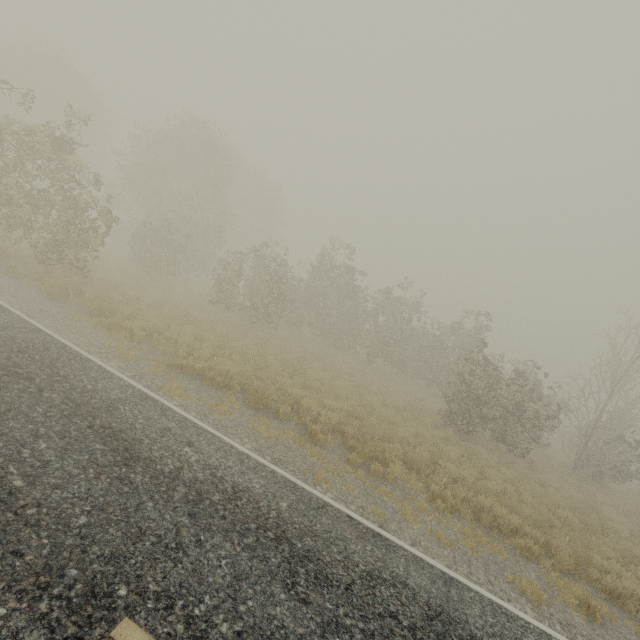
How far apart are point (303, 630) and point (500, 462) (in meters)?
13.60
